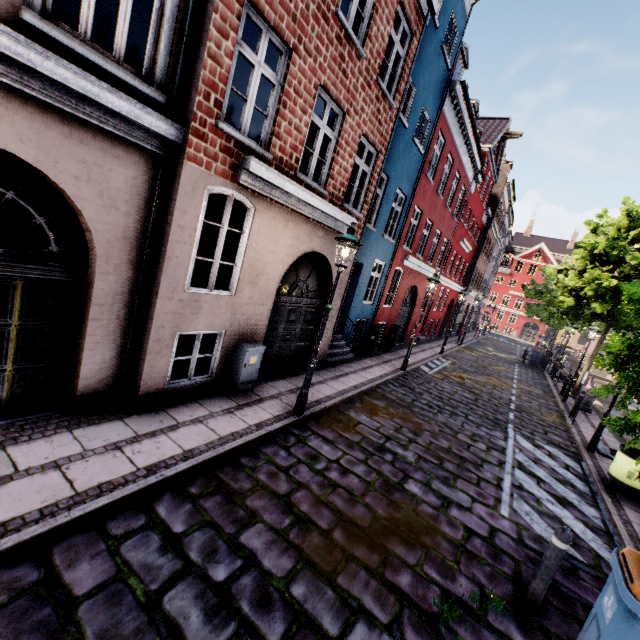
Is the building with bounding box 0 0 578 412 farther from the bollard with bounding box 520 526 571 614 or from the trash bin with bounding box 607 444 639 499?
the trash bin with bounding box 607 444 639 499

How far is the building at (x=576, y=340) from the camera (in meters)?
50.35

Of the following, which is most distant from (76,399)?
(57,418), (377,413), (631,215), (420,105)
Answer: (631,215)

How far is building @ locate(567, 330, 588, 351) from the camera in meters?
50.4 m

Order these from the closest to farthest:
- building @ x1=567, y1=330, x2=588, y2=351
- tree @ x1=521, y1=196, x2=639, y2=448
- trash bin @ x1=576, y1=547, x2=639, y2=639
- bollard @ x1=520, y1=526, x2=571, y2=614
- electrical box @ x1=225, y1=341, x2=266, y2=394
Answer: trash bin @ x1=576, y1=547, x2=639, y2=639
bollard @ x1=520, y1=526, x2=571, y2=614
tree @ x1=521, y1=196, x2=639, y2=448
electrical box @ x1=225, y1=341, x2=266, y2=394
building @ x1=567, y1=330, x2=588, y2=351

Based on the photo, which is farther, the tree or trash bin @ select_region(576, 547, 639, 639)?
the tree

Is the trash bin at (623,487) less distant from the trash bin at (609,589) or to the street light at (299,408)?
the street light at (299,408)

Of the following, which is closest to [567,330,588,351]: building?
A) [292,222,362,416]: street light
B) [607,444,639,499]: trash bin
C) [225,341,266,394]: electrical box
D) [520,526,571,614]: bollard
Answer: [225,341,266,394]: electrical box
